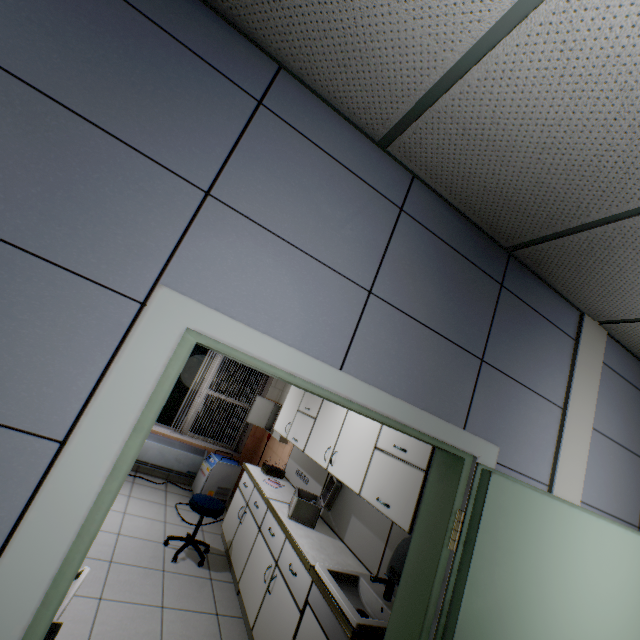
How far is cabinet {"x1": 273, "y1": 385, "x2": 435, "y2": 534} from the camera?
2.20m

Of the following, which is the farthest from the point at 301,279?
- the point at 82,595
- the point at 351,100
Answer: the point at 82,595

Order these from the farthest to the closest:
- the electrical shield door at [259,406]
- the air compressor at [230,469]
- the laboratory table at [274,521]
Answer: the electrical shield door at [259,406] < the air compressor at [230,469] < the laboratory table at [274,521]

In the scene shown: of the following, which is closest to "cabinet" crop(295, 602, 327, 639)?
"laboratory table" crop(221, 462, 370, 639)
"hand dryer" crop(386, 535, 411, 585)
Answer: "laboratory table" crop(221, 462, 370, 639)

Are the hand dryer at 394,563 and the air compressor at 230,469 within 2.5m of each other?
no

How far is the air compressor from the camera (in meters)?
5.03

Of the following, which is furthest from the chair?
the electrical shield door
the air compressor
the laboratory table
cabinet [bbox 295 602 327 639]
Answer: the electrical shield door

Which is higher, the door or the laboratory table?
the door
